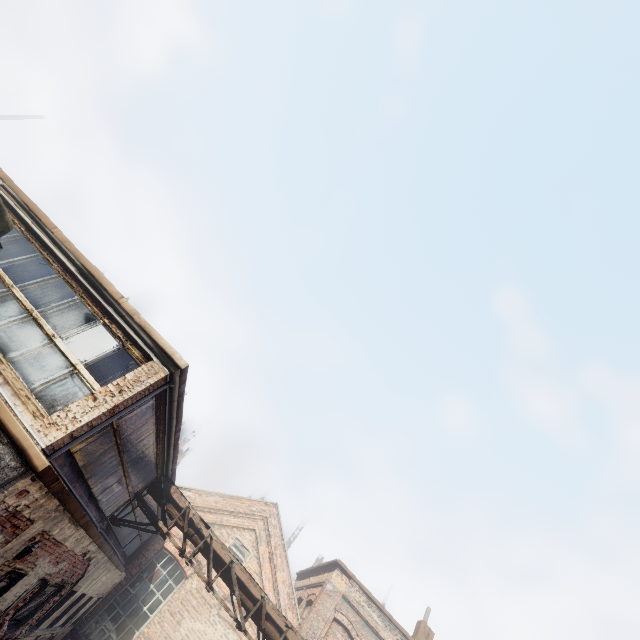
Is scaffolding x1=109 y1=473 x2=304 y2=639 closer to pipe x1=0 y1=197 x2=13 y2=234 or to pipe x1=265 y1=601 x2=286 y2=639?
pipe x1=265 y1=601 x2=286 y2=639

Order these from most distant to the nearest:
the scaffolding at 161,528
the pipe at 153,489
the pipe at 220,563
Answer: the pipe at 153,489 → the pipe at 220,563 → the scaffolding at 161,528

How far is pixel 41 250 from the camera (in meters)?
7.05

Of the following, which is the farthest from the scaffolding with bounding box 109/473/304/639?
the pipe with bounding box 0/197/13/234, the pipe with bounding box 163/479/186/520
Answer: the pipe with bounding box 0/197/13/234

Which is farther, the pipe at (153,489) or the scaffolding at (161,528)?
the pipe at (153,489)
